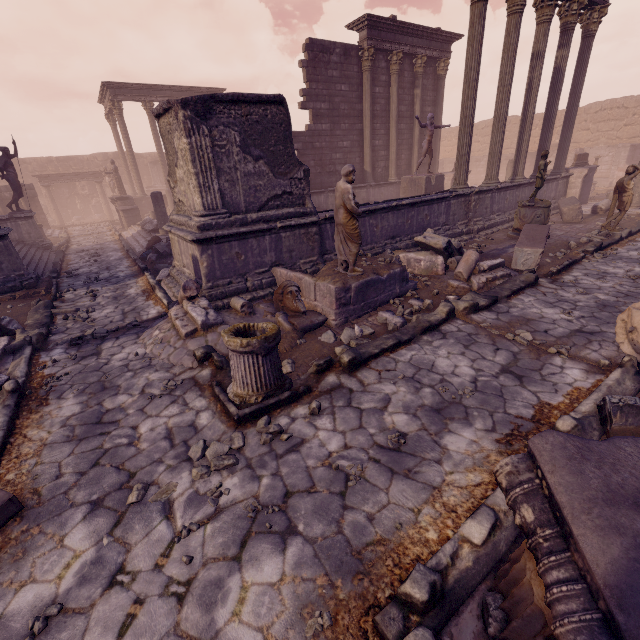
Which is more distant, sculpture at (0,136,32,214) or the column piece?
sculpture at (0,136,32,214)

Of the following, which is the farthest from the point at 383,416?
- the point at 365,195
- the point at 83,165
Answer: the point at 83,165

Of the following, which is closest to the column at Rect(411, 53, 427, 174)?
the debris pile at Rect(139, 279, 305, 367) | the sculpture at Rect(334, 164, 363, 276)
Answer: the sculpture at Rect(334, 164, 363, 276)

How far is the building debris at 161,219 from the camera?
13.4m

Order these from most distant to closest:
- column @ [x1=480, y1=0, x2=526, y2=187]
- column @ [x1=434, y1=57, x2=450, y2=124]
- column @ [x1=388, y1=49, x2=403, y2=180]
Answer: column @ [x1=434, y1=57, x2=450, y2=124], column @ [x1=388, y1=49, x2=403, y2=180], column @ [x1=480, y1=0, x2=526, y2=187]

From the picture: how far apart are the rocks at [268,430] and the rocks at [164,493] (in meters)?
0.86

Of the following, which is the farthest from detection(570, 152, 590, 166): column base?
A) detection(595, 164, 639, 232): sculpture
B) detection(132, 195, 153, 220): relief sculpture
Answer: detection(595, 164, 639, 232): sculpture

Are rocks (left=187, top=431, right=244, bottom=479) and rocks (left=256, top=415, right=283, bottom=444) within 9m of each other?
yes
